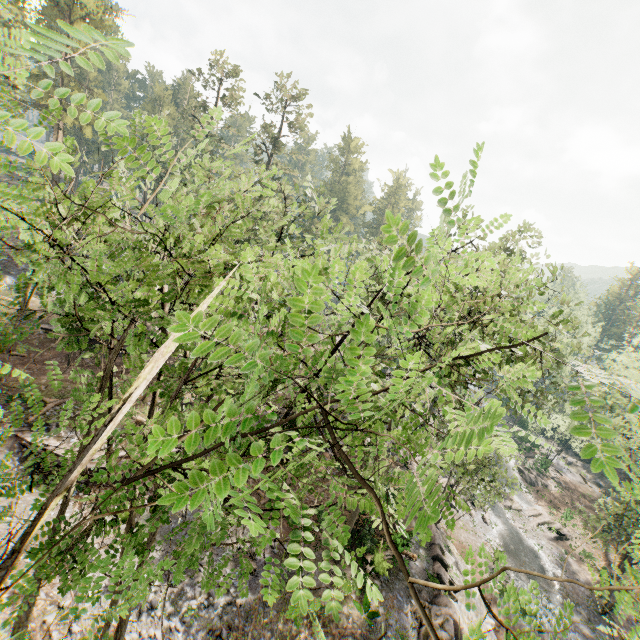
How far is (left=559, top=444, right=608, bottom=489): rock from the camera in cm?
4589

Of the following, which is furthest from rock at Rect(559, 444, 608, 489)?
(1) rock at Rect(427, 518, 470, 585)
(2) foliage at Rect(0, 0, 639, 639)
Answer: (1) rock at Rect(427, 518, 470, 585)

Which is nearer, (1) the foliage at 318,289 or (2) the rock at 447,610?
(1) the foliage at 318,289

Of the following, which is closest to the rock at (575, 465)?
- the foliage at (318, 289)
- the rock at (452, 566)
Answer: the foliage at (318, 289)

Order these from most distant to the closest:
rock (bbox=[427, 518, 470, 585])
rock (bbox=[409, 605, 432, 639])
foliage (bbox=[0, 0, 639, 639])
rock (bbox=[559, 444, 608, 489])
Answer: rock (bbox=[559, 444, 608, 489]), rock (bbox=[427, 518, 470, 585]), rock (bbox=[409, 605, 432, 639]), foliage (bbox=[0, 0, 639, 639])

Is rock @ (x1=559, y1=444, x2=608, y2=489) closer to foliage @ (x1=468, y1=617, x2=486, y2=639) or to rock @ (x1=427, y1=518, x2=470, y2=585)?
foliage @ (x1=468, y1=617, x2=486, y2=639)

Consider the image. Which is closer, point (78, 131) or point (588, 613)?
point (588, 613)
